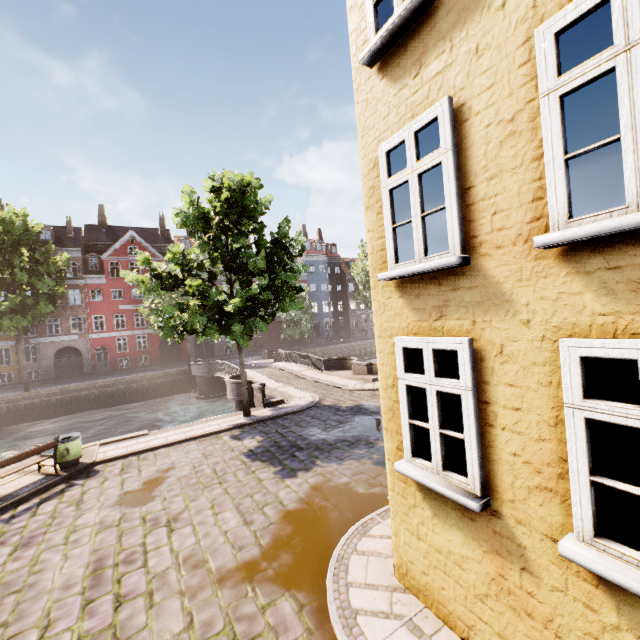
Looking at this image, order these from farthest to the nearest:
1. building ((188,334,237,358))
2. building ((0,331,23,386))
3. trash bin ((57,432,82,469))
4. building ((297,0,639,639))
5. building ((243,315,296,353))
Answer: building ((243,315,296,353)) → building ((188,334,237,358)) → building ((0,331,23,386)) → trash bin ((57,432,82,469)) → building ((297,0,639,639))

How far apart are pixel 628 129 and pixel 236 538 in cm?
809

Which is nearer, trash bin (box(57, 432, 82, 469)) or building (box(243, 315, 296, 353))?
trash bin (box(57, 432, 82, 469))

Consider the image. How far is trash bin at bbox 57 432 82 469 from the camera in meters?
10.1 m

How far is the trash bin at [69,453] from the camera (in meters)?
10.14

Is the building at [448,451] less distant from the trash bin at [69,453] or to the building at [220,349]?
the trash bin at [69,453]

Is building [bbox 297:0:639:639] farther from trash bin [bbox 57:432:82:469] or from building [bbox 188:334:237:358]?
building [bbox 188:334:237:358]

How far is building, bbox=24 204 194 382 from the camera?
34.2 meters
